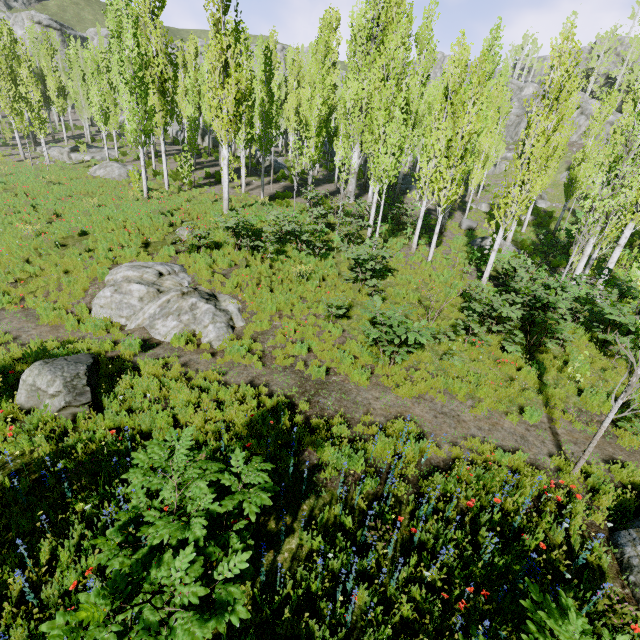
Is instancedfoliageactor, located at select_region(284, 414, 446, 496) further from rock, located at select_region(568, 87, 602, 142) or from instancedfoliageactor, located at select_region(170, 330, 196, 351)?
instancedfoliageactor, located at select_region(170, 330, 196, 351)

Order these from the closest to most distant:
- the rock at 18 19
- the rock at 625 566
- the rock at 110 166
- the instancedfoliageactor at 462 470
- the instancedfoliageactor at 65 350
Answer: the rock at 625 566
the instancedfoliageactor at 462 470
the instancedfoliageactor at 65 350
the rock at 110 166
the rock at 18 19

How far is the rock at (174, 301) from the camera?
9.9 meters

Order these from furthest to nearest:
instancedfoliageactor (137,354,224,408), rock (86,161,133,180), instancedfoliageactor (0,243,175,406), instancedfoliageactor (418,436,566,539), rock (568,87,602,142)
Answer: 1. rock (568,87,602,142)
2. rock (86,161,133,180)
3. instancedfoliageactor (0,243,175,406)
4. instancedfoliageactor (137,354,224,408)
5. instancedfoliageactor (418,436,566,539)

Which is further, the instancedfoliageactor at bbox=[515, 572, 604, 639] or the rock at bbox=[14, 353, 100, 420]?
the rock at bbox=[14, 353, 100, 420]

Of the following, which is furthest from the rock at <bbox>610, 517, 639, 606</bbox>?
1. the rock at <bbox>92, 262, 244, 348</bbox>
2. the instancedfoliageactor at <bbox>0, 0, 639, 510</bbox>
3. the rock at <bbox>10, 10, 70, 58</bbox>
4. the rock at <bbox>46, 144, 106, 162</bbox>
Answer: the rock at <bbox>46, 144, 106, 162</bbox>

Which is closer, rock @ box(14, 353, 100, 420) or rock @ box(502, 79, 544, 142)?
rock @ box(14, 353, 100, 420)

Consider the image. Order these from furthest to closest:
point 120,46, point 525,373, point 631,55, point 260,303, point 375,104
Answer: point 631,55, point 375,104, point 120,46, point 260,303, point 525,373
